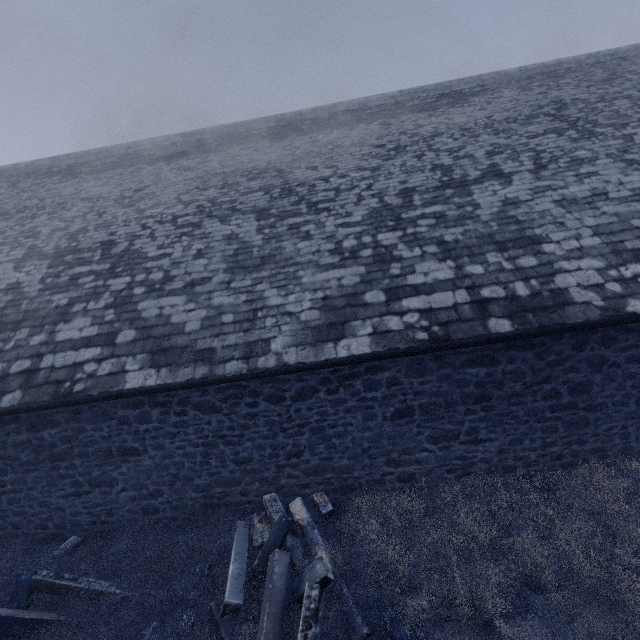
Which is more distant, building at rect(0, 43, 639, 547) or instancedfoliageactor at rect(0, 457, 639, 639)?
building at rect(0, 43, 639, 547)

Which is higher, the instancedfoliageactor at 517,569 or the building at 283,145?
the building at 283,145

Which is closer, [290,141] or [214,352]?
[214,352]

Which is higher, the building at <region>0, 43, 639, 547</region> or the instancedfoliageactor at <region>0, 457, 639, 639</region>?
the building at <region>0, 43, 639, 547</region>

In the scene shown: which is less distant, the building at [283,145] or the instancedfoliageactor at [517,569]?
the instancedfoliageactor at [517,569]
